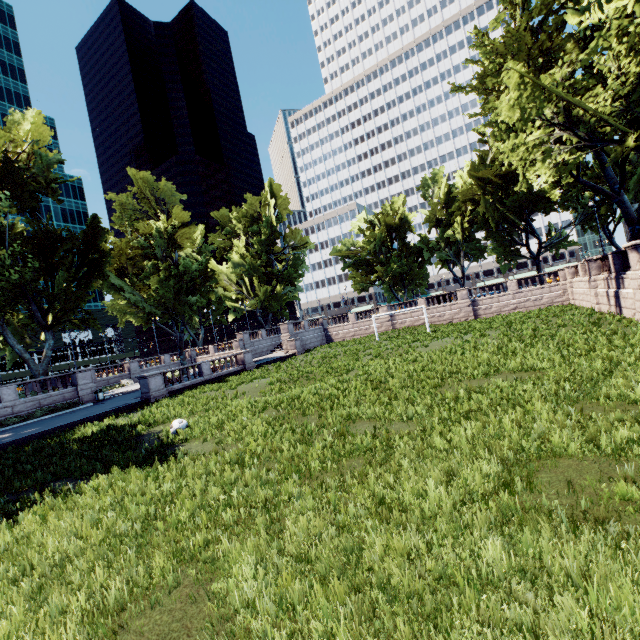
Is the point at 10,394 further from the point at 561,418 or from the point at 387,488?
the point at 561,418

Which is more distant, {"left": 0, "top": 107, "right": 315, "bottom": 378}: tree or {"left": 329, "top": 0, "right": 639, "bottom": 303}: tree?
{"left": 0, "top": 107, "right": 315, "bottom": 378}: tree

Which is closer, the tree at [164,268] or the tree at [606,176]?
the tree at [606,176]
